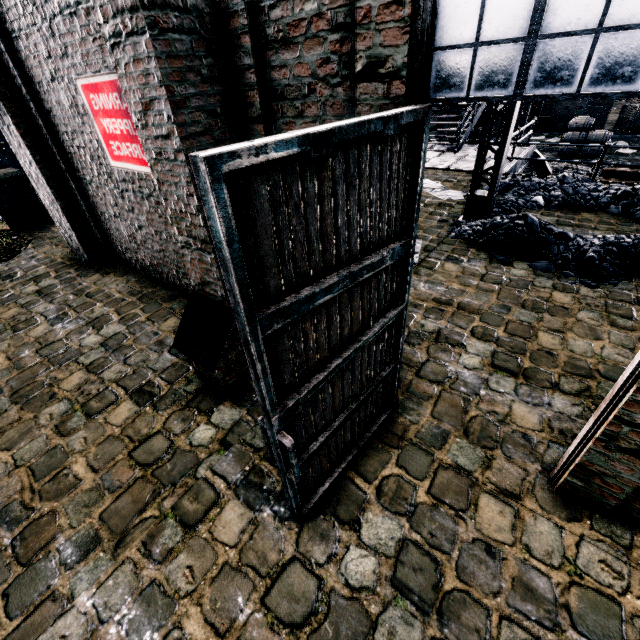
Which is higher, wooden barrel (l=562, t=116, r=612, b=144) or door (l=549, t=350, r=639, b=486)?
door (l=549, t=350, r=639, b=486)

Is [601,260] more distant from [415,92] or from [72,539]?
[72,539]

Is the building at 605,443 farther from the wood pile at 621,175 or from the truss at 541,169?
the truss at 541,169

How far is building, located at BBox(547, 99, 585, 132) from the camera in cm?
2759

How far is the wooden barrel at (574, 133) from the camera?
20.1m

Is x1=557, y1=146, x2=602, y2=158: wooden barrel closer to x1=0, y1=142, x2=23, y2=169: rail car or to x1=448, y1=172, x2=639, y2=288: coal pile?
x1=448, y1=172, x2=639, y2=288: coal pile

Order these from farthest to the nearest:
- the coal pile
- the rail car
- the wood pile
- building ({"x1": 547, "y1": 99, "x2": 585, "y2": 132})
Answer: building ({"x1": 547, "y1": 99, "x2": 585, "y2": 132})
the rail car
the wood pile
the coal pile

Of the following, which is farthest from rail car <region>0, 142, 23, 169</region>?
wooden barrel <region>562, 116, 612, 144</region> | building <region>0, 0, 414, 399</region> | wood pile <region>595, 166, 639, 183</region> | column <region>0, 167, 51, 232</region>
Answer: wooden barrel <region>562, 116, 612, 144</region>
